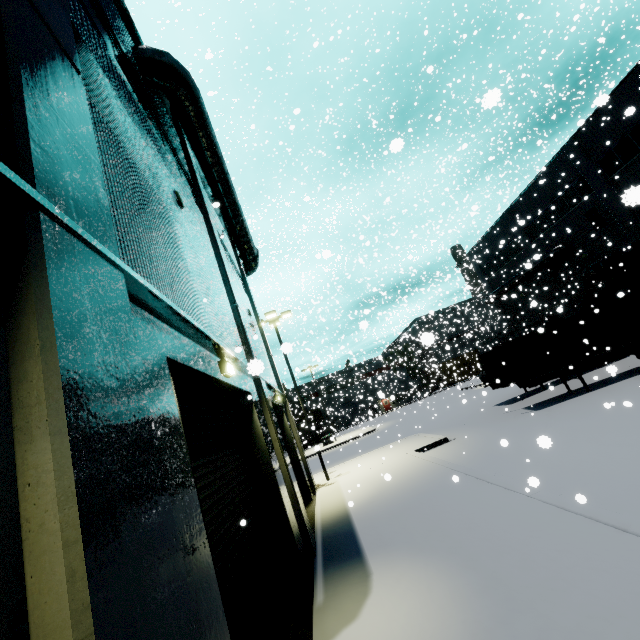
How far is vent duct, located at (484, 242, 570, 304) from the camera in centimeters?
2612cm

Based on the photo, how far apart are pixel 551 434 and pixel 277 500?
10.11m

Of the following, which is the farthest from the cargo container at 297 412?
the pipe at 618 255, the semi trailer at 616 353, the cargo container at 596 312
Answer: the pipe at 618 255

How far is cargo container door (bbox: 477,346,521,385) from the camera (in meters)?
16.75

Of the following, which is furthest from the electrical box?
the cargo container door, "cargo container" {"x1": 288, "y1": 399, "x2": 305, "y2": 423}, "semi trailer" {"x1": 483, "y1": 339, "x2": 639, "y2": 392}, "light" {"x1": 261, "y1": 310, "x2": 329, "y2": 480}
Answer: "light" {"x1": 261, "y1": 310, "x2": 329, "y2": 480}

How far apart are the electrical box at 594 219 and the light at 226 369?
28.4m

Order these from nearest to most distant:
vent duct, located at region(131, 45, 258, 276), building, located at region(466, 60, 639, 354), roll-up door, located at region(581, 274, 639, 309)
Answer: vent duct, located at region(131, 45, 258, 276)
building, located at region(466, 60, 639, 354)
roll-up door, located at region(581, 274, 639, 309)

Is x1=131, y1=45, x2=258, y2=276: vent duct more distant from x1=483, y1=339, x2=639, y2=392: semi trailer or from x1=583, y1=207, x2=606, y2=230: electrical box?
x1=583, y1=207, x2=606, y2=230: electrical box
